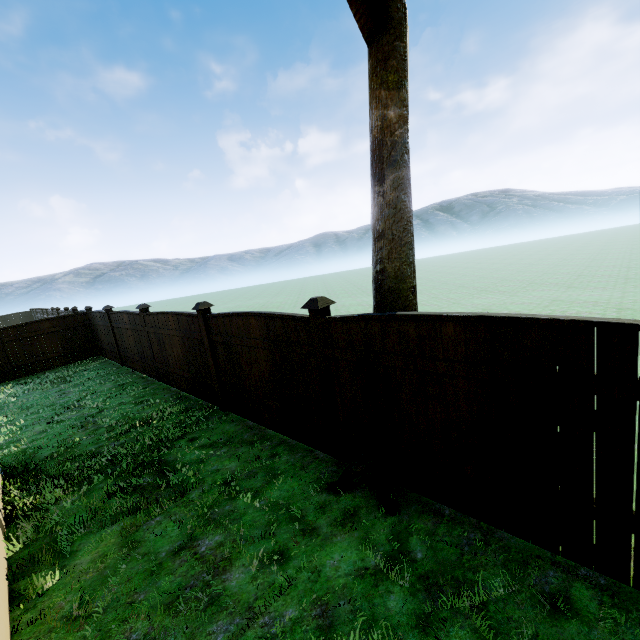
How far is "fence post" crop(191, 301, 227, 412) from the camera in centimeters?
610cm

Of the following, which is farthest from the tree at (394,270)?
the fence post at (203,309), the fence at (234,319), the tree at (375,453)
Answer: the fence post at (203,309)

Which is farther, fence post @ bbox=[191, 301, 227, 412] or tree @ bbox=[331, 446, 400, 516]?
fence post @ bbox=[191, 301, 227, 412]

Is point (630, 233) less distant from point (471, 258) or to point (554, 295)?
point (471, 258)

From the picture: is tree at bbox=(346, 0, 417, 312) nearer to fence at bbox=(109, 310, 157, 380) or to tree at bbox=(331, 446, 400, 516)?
tree at bbox=(331, 446, 400, 516)

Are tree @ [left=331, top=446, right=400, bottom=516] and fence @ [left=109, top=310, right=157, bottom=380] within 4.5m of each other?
no

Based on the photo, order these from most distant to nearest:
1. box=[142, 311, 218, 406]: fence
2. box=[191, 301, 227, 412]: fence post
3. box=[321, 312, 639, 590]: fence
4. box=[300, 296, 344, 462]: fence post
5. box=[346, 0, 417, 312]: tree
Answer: box=[142, 311, 218, 406]: fence < box=[191, 301, 227, 412]: fence post < box=[300, 296, 344, 462]: fence post < box=[346, 0, 417, 312]: tree < box=[321, 312, 639, 590]: fence

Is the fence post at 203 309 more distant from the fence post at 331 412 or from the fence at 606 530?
the fence post at 331 412
